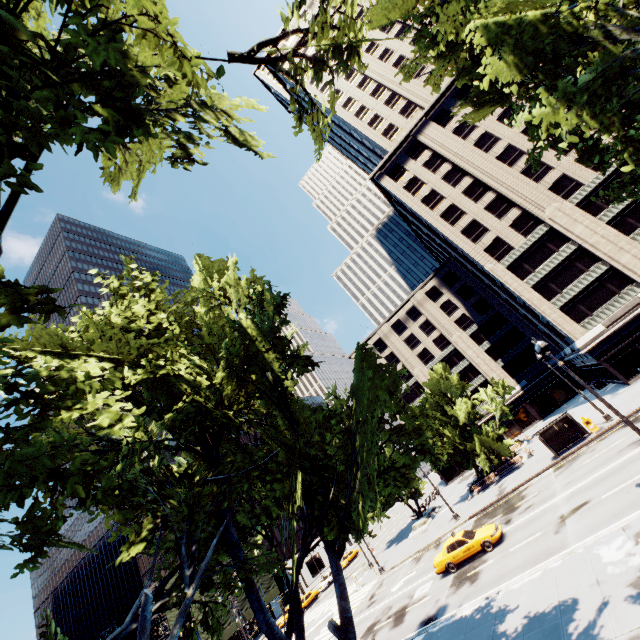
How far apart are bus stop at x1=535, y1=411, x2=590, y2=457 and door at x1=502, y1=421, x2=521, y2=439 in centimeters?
3005cm

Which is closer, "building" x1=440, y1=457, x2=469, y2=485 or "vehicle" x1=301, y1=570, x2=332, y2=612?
"vehicle" x1=301, y1=570, x2=332, y2=612

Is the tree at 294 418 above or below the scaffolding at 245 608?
above

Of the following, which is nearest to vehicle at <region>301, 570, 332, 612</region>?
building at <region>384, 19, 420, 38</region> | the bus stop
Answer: the bus stop

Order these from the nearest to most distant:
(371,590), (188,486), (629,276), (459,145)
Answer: (188,486)
(371,590)
(629,276)
(459,145)

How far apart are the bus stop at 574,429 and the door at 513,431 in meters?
30.0 m

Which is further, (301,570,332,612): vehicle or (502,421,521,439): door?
(502,421,521,439): door

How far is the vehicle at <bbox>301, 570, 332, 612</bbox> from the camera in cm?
4516
